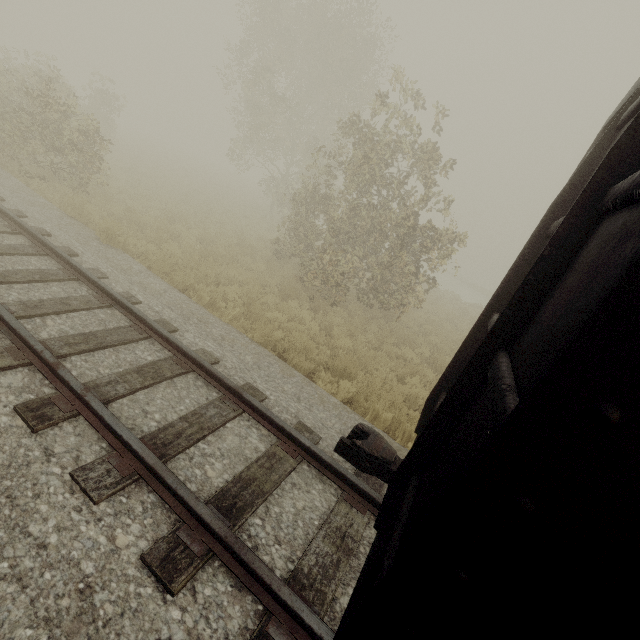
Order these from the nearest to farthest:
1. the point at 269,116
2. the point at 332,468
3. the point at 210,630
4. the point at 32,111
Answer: the point at 210,630 < the point at 332,468 < the point at 32,111 < the point at 269,116
